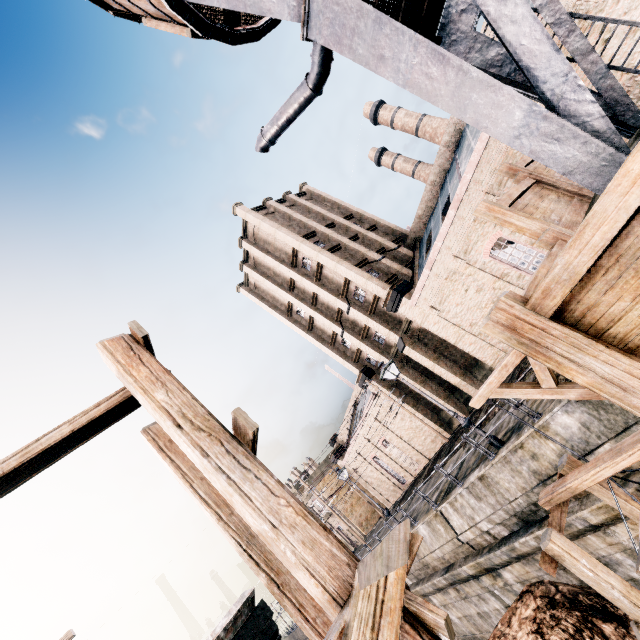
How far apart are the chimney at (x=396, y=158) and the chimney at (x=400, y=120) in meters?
2.6

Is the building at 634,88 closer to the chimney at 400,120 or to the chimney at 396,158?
the chimney at 396,158

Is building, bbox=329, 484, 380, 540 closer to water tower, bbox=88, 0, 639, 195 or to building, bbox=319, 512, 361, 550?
building, bbox=319, 512, 361, 550

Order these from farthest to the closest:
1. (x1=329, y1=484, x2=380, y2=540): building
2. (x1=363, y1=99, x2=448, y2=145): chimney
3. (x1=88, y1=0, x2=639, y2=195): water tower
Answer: (x1=329, y1=484, x2=380, y2=540): building
(x1=363, y1=99, x2=448, y2=145): chimney
(x1=88, y1=0, x2=639, y2=195): water tower

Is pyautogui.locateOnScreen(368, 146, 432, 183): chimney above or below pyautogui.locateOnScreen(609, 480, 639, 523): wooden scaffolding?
above

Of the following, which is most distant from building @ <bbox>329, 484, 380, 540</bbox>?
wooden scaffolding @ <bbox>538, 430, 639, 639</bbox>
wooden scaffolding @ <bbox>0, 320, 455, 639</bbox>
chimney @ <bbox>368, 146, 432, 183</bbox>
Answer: wooden scaffolding @ <bbox>0, 320, 455, 639</bbox>

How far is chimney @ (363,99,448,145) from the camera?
41.0m

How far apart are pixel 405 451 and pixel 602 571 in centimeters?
3053cm
